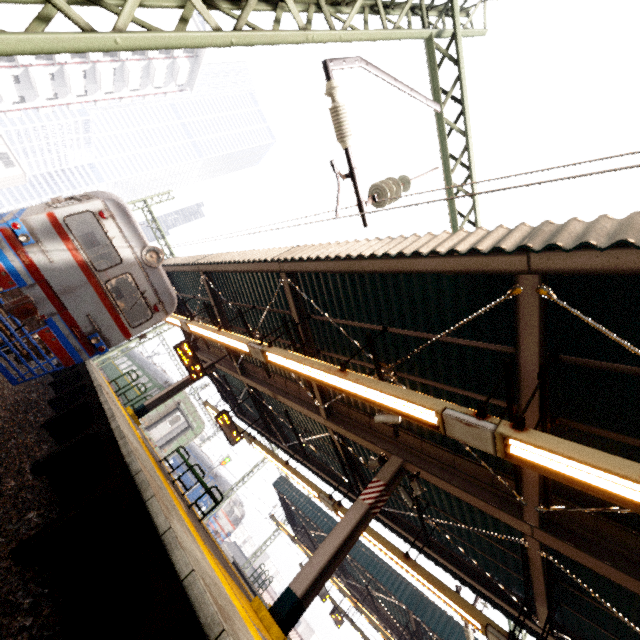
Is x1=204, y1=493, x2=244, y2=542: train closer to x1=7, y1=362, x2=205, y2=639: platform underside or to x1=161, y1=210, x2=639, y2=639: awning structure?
x1=161, y1=210, x2=639, y2=639: awning structure

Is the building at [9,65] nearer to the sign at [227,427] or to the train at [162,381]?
the train at [162,381]

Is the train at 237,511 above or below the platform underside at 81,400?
above

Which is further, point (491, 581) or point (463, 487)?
point (491, 581)

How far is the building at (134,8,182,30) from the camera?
33.88m

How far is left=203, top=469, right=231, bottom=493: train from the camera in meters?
31.7

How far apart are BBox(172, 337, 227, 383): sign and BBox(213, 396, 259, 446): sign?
1.7m
